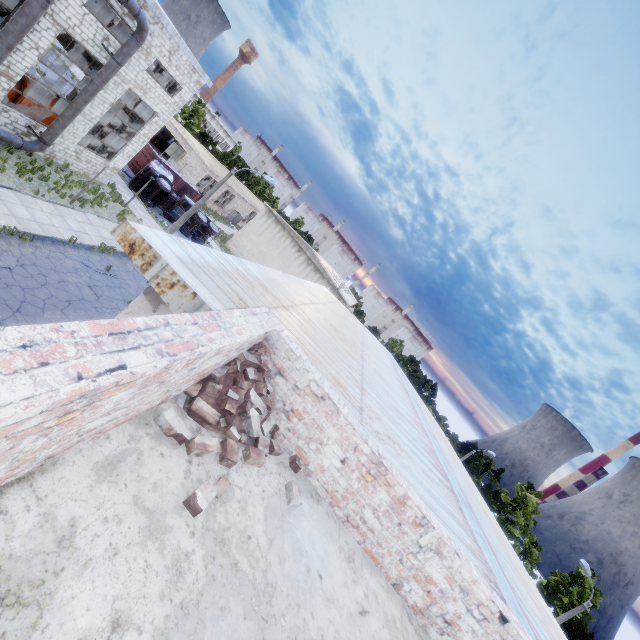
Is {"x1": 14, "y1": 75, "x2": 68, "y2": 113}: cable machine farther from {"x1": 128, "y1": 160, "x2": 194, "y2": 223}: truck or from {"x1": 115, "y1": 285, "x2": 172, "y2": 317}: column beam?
{"x1": 115, "y1": 285, "x2": 172, "y2": 317}: column beam

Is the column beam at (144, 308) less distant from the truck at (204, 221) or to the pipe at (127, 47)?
the pipe at (127, 47)

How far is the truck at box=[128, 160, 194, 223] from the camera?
28.4 meters

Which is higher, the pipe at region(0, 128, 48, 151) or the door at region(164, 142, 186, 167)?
the door at region(164, 142, 186, 167)

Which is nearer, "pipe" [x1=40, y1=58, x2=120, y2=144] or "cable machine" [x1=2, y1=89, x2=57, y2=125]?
"pipe" [x1=40, y1=58, x2=120, y2=144]

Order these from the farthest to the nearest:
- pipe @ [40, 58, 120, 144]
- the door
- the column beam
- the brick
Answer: the door
pipe @ [40, 58, 120, 144]
the column beam
the brick

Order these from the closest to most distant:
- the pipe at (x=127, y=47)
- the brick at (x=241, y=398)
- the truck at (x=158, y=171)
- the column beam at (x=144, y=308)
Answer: the brick at (x=241, y=398) < the column beam at (x=144, y=308) < the pipe at (x=127, y=47) < the truck at (x=158, y=171)

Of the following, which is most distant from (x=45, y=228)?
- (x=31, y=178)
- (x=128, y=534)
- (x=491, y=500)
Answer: (x=491, y=500)
